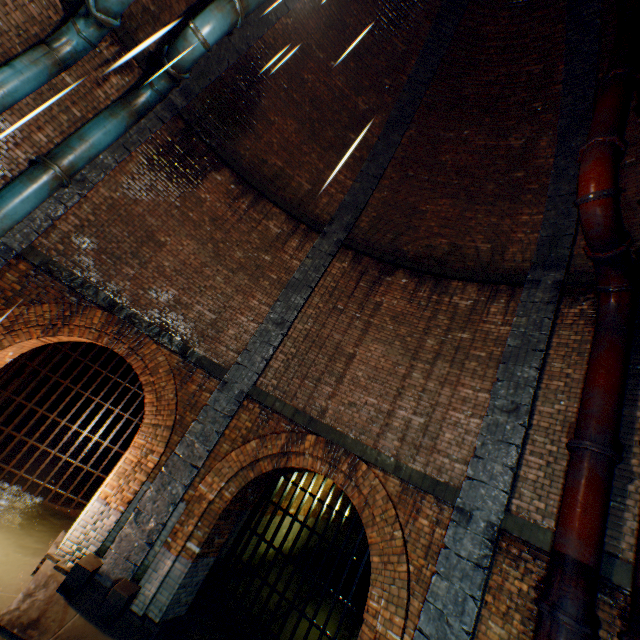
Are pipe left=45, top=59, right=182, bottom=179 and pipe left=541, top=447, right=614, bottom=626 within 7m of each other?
no

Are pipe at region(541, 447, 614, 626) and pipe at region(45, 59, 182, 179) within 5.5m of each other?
no

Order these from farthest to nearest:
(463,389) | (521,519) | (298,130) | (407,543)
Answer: (298,130), (463,389), (407,543), (521,519)

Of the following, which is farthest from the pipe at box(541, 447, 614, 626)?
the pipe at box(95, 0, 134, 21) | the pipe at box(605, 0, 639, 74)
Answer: the pipe at box(95, 0, 134, 21)

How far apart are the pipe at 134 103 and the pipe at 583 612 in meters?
9.4 m

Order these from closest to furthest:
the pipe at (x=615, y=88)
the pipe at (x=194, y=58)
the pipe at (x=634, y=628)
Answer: the pipe at (x=634, y=628)
the pipe at (x=615, y=88)
the pipe at (x=194, y=58)

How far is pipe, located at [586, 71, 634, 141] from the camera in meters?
5.1

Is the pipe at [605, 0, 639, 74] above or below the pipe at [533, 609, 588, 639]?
above
